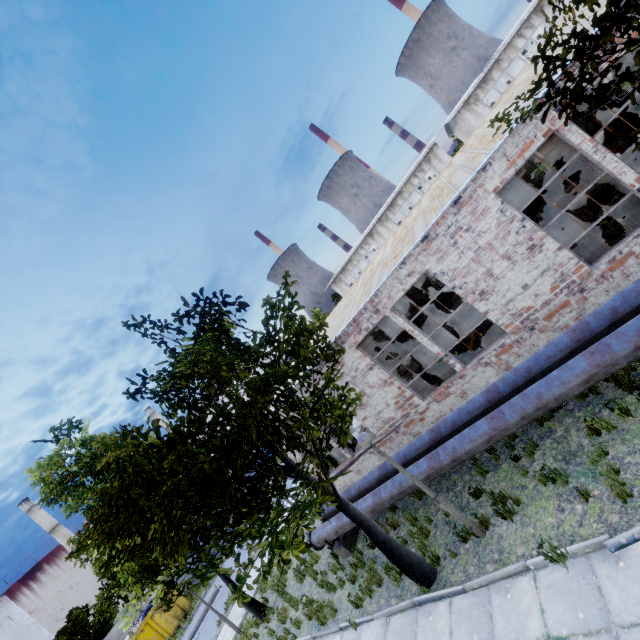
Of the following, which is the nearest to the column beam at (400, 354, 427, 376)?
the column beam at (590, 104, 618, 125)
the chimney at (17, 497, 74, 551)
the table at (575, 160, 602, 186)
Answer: the table at (575, 160, 602, 186)

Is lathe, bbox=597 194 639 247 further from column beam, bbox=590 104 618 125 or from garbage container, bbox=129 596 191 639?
garbage container, bbox=129 596 191 639

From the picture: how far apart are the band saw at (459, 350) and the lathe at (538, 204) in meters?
10.1 m

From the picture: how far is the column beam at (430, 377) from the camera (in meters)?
14.30

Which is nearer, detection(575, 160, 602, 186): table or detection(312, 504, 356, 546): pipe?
detection(312, 504, 356, 546): pipe

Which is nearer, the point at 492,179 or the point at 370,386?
the point at 492,179

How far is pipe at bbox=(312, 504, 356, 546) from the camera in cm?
1035

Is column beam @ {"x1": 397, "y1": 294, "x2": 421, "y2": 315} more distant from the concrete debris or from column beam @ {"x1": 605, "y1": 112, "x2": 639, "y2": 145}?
column beam @ {"x1": 605, "y1": 112, "x2": 639, "y2": 145}
